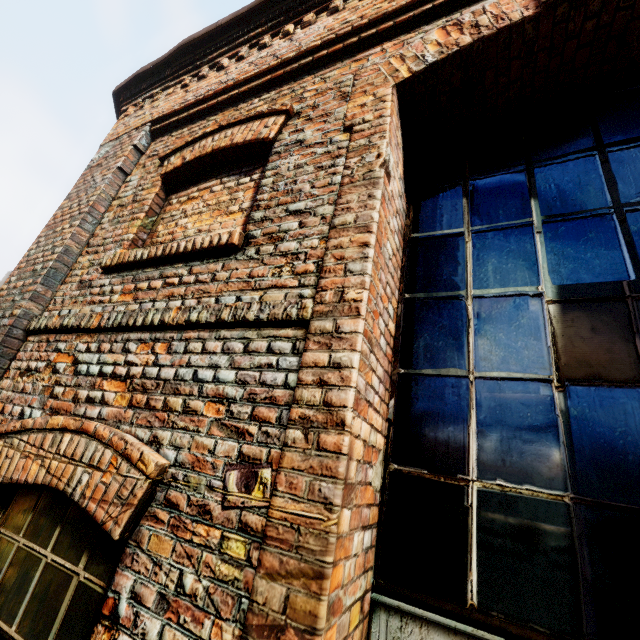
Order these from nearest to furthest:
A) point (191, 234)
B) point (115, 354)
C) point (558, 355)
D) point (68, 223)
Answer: point (558, 355) < point (115, 354) < point (191, 234) < point (68, 223)
